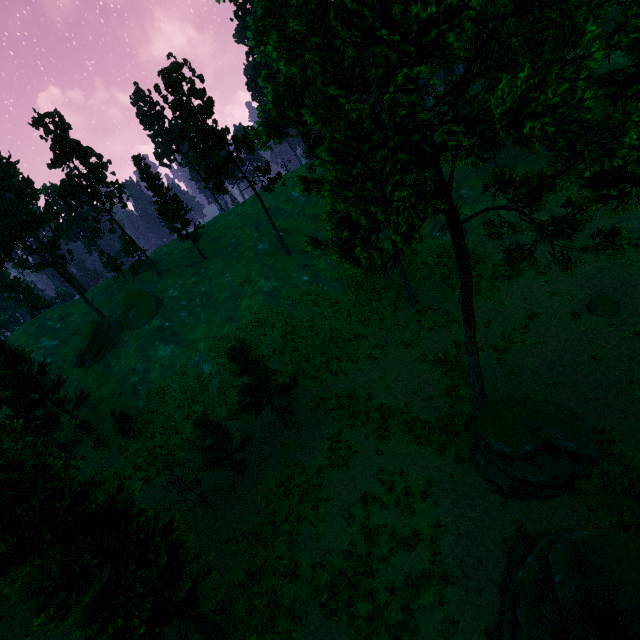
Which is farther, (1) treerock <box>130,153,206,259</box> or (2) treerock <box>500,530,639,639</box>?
(1) treerock <box>130,153,206,259</box>

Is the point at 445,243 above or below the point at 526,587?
above

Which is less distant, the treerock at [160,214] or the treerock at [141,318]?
the treerock at [141,318]

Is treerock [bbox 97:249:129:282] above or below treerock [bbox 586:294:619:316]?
above

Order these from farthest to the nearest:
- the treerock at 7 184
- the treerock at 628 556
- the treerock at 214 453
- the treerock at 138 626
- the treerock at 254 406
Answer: the treerock at 7 184, the treerock at 254 406, the treerock at 214 453, the treerock at 138 626, the treerock at 628 556

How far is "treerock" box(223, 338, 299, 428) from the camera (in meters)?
22.56
